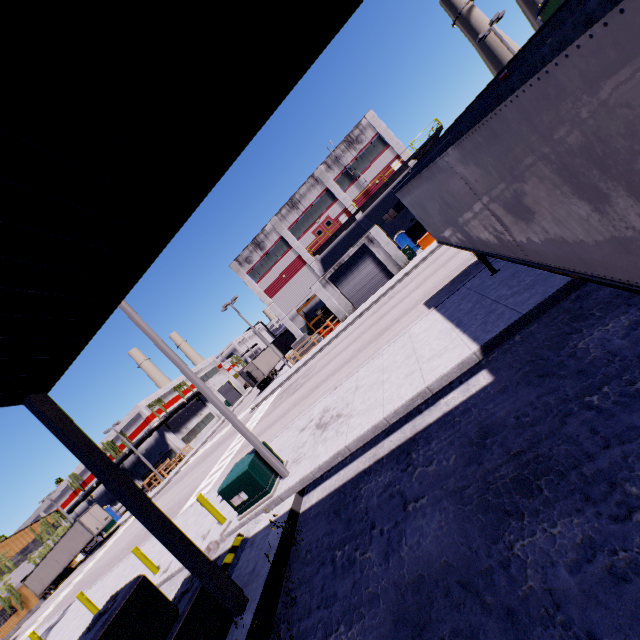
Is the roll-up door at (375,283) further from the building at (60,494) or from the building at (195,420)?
the building at (60,494)

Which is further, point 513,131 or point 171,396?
point 171,396

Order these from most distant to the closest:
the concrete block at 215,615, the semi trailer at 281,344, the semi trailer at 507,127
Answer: the semi trailer at 281,344
the concrete block at 215,615
the semi trailer at 507,127

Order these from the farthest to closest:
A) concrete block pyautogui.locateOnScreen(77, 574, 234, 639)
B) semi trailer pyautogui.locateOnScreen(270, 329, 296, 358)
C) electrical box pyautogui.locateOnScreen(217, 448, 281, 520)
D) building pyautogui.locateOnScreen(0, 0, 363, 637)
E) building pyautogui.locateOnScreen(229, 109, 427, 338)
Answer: semi trailer pyautogui.locateOnScreen(270, 329, 296, 358) < building pyautogui.locateOnScreen(229, 109, 427, 338) < electrical box pyautogui.locateOnScreen(217, 448, 281, 520) < concrete block pyautogui.locateOnScreen(77, 574, 234, 639) < building pyautogui.locateOnScreen(0, 0, 363, 637)

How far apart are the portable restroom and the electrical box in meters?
30.7 m

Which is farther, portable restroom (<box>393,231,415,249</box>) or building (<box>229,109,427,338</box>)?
portable restroom (<box>393,231,415,249</box>)

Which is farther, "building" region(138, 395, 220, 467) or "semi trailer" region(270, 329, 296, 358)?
"building" region(138, 395, 220, 467)

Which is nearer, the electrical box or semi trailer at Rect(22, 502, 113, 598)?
the electrical box
